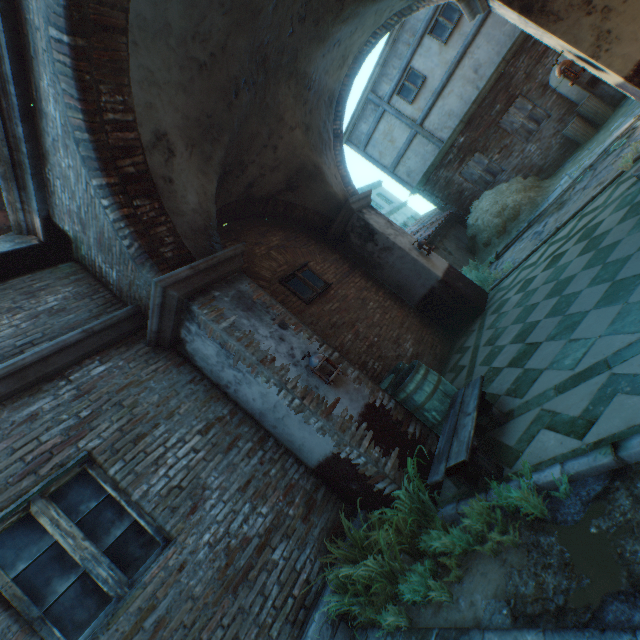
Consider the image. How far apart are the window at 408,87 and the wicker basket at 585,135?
5.15m

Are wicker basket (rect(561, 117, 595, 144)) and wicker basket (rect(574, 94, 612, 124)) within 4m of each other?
yes

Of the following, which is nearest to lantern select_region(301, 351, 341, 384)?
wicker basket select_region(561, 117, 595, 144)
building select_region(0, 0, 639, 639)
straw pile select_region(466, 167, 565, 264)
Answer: building select_region(0, 0, 639, 639)

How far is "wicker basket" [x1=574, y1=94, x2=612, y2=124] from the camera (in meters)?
9.90

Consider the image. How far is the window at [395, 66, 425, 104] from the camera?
12.18m

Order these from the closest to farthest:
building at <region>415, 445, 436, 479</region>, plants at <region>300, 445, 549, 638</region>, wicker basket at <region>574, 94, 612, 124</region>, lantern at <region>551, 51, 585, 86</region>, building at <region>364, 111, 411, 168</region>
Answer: plants at <region>300, 445, 549, 638</region>, building at <region>415, 445, 436, 479</region>, lantern at <region>551, 51, 585, 86</region>, wicker basket at <region>574, 94, 612, 124</region>, building at <region>364, 111, 411, 168</region>

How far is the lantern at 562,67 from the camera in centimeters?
508cm

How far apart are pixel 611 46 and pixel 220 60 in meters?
5.5
